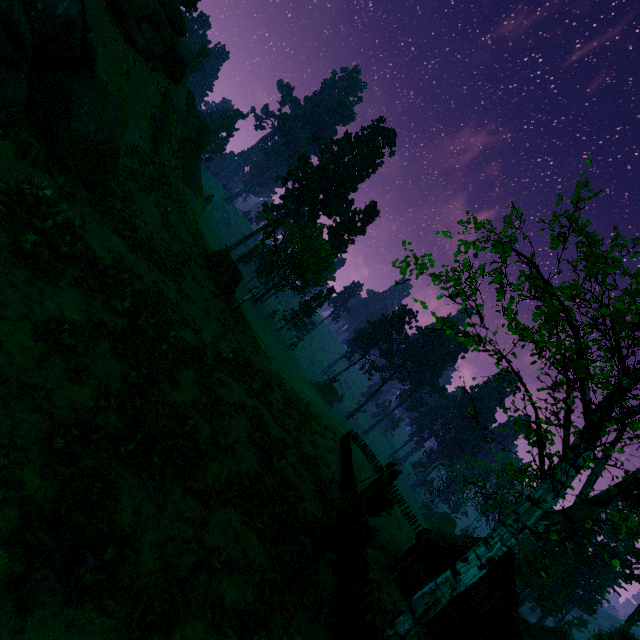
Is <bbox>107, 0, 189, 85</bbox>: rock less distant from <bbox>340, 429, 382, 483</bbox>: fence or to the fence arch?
the fence arch

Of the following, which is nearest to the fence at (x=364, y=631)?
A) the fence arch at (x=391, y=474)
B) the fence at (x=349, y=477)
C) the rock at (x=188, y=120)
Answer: the fence arch at (x=391, y=474)

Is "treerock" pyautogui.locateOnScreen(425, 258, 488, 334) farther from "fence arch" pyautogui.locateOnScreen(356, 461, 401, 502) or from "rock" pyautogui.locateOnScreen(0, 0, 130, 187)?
"fence arch" pyautogui.locateOnScreen(356, 461, 401, 502)

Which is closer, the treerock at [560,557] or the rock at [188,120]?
the treerock at [560,557]

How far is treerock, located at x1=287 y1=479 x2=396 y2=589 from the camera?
8.2m

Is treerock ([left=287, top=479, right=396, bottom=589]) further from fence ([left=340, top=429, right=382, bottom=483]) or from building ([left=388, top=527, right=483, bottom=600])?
fence ([left=340, top=429, right=382, bottom=483])

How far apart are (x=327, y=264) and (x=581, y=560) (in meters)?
67.08

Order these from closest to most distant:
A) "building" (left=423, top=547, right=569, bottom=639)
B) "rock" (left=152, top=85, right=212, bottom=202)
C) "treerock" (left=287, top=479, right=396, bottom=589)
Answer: "treerock" (left=287, top=479, right=396, bottom=589)
"building" (left=423, top=547, right=569, bottom=639)
"rock" (left=152, top=85, right=212, bottom=202)
